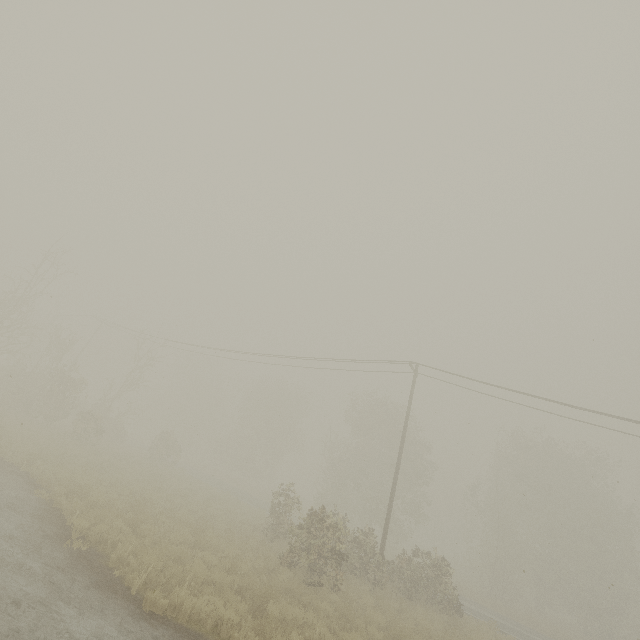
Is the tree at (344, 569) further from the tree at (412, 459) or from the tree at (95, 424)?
the tree at (95, 424)

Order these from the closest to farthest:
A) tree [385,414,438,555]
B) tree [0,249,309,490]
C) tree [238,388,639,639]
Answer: tree [238,388,639,639] < tree [0,249,309,490] < tree [385,414,438,555]

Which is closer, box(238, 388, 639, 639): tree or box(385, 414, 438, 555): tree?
box(238, 388, 639, 639): tree

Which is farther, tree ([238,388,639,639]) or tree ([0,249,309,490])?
tree ([0,249,309,490])

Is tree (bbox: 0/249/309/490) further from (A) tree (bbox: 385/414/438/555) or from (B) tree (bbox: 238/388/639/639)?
(B) tree (bbox: 238/388/639/639)

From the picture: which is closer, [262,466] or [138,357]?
[138,357]

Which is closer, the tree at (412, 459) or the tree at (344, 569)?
the tree at (344, 569)
